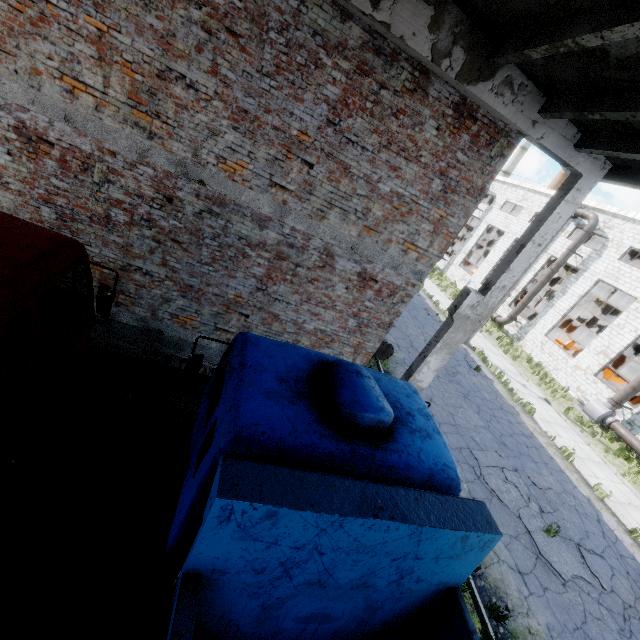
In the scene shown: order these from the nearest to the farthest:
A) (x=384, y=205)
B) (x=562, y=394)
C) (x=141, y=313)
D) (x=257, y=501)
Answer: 1. (x=257, y=501)
2. (x=384, y=205)
3. (x=141, y=313)
4. (x=562, y=394)

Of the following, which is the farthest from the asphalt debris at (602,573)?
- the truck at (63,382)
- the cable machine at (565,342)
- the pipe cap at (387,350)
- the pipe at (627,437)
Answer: the cable machine at (565,342)

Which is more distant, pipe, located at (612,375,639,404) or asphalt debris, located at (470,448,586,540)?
pipe, located at (612,375,639,404)

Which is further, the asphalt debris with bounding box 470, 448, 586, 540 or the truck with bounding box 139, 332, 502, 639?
the asphalt debris with bounding box 470, 448, 586, 540

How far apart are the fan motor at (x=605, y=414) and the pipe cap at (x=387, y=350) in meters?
15.5 m

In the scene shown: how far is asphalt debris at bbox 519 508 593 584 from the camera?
8.2m

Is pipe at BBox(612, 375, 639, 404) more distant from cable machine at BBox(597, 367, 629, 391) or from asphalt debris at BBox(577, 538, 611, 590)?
asphalt debris at BBox(577, 538, 611, 590)

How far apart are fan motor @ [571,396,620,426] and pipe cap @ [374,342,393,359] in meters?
15.5 m
